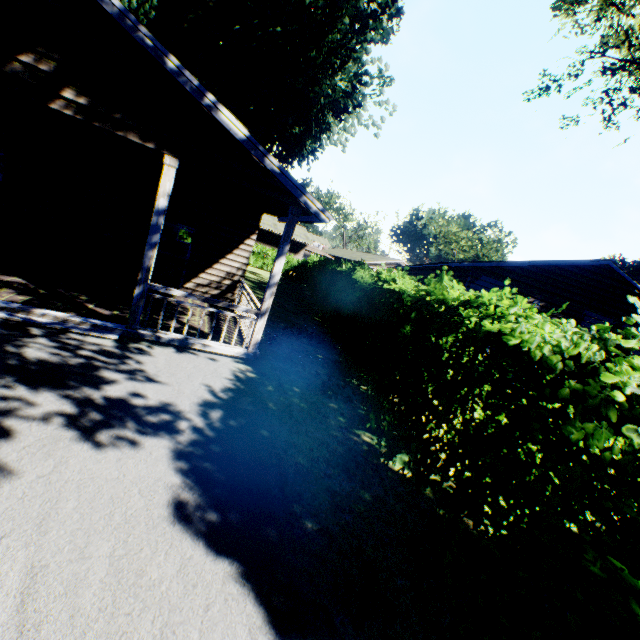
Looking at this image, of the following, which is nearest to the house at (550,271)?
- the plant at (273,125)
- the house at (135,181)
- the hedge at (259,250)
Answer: the hedge at (259,250)

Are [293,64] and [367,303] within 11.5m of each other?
no

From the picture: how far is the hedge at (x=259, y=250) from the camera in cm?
3198

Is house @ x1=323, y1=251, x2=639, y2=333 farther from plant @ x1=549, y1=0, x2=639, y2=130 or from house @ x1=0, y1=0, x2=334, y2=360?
plant @ x1=549, y1=0, x2=639, y2=130

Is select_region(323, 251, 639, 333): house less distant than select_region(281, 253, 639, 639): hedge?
No

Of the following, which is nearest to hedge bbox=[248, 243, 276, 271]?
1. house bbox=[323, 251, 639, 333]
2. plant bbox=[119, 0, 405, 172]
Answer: plant bbox=[119, 0, 405, 172]

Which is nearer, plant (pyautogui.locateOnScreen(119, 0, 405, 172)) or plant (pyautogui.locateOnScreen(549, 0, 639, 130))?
plant (pyautogui.locateOnScreen(549, 0, 639, 130))

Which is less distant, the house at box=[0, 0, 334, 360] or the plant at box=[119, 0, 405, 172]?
the house at box=[0, 0, 334, 360]
